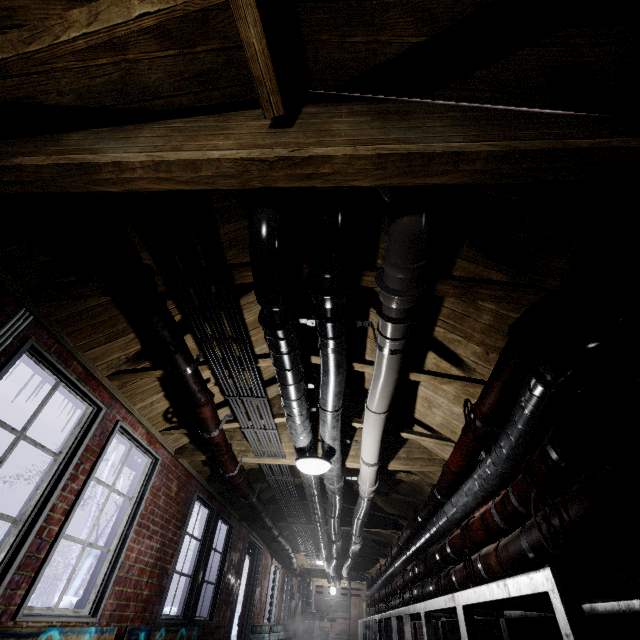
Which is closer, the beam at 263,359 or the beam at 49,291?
the beam at 49,291

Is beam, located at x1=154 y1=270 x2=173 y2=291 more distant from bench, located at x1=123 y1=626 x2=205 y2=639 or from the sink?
the sink

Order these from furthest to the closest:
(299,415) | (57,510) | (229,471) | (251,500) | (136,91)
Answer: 1. (251,500)
2. (229,471)
3. (299,415)
4. (57,510)
5. (136,91)

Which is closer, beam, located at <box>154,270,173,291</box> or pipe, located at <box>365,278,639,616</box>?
pipe, located at <box>365,278,639,616</box>

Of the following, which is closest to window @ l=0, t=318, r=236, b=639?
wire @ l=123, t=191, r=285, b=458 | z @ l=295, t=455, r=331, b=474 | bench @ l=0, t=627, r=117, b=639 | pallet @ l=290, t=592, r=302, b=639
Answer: bench @ l=0, t=627, r=117, b=639

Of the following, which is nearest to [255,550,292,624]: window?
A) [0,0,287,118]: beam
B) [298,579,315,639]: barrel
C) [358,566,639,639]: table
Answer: [298,579,315,639]: barrel

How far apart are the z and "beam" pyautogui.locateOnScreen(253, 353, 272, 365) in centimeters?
54cm

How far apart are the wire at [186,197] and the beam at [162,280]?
0.21m
